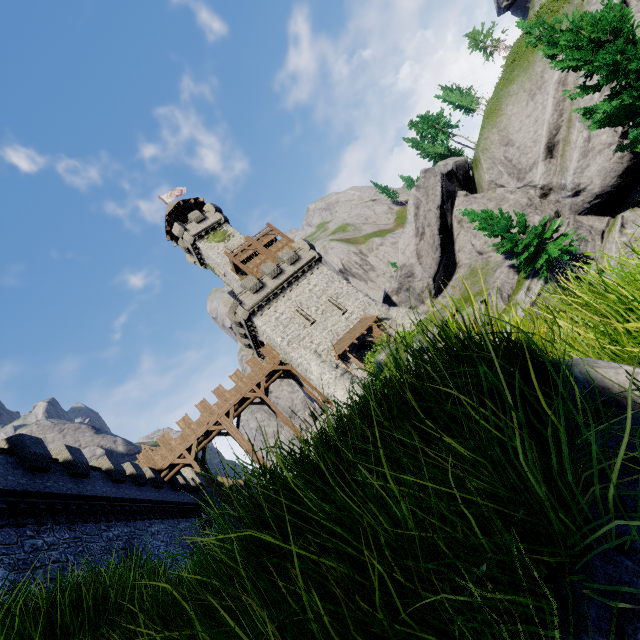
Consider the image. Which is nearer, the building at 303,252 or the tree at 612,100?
the tree at 612,100

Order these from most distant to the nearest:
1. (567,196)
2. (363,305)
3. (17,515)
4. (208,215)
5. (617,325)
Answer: (208,215) < (363,305) < (567,196) < (17,515) < (617,325)

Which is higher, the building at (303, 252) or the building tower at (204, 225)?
the building tower at (204, 225)

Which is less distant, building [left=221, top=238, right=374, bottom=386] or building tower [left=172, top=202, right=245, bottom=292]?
building [left=221, top=238, right=374, bottom=386]

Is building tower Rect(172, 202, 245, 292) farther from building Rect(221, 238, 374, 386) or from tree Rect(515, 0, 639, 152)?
tree Rect(515, 0, 639, 152)

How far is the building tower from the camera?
39.6m

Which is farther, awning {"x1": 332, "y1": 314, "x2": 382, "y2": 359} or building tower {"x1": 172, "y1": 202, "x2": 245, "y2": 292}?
building tower {"x1": 172, "y1": 202, "x2": 245, "y2": 292}

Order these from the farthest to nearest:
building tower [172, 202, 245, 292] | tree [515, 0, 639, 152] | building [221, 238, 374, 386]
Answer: building tower [172, 202, 245, 292]
building [221, 238, 374, 386]
tree [515, 0, 639, 152]
